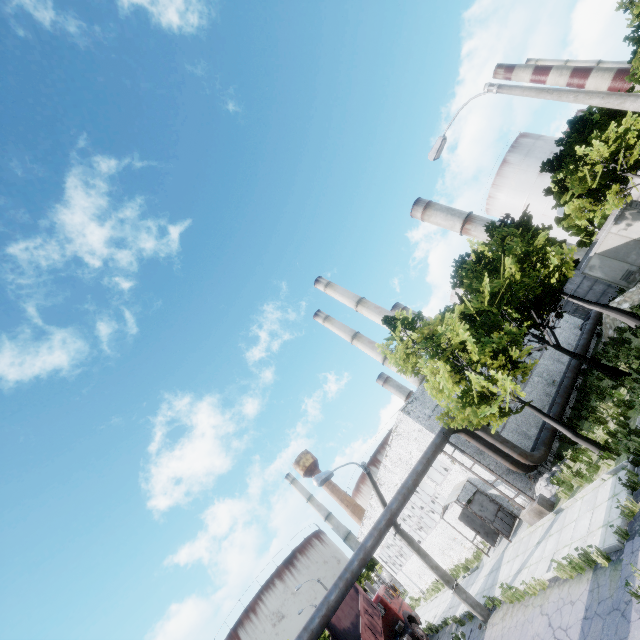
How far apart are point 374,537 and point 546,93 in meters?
16.5 m

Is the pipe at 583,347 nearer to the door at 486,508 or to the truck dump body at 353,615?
the door at 486,508

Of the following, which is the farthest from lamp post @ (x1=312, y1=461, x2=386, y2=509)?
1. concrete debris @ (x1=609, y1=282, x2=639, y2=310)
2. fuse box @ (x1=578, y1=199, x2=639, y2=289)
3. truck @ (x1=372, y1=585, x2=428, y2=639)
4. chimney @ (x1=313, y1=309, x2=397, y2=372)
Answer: chimney @ (x1=313, y1=309, x2=397, y2=372)

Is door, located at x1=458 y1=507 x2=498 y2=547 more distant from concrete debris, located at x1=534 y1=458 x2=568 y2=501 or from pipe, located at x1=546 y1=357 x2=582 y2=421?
pipe, located at x1=546 y1=357 x2=582 y2=421

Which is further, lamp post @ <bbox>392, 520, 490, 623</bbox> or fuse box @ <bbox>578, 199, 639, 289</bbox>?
fuse box @ <bbox>578, 199, 639, 289</bbox>

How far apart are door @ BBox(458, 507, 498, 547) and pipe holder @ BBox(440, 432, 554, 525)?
4.6 meters

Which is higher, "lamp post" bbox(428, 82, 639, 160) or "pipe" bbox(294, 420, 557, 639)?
"lamp post" bbox(428, 82, 639, 160)

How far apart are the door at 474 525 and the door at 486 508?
1.7 meters
